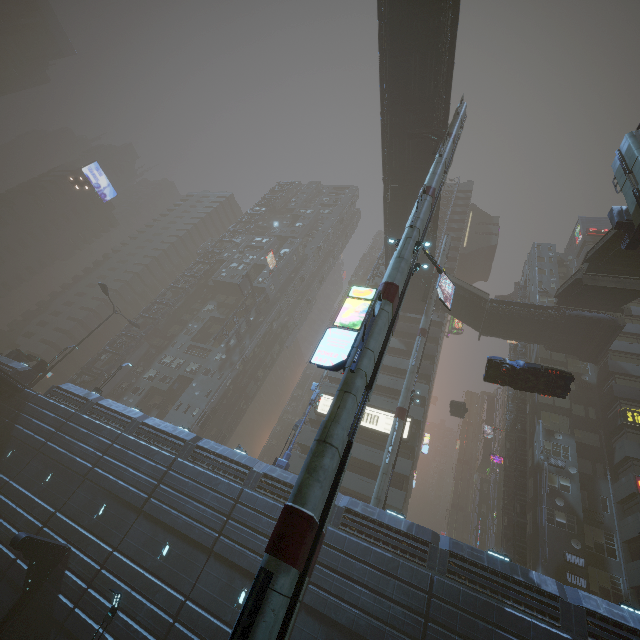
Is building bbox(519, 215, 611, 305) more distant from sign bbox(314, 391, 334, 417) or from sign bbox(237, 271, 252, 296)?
sign bbox(237, 271, 252, 296)

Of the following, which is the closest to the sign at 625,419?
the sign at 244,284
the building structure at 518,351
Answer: the building structure at 518,351

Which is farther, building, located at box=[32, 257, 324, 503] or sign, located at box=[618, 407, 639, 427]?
sign, located at box=[618, 407, 639, 427]

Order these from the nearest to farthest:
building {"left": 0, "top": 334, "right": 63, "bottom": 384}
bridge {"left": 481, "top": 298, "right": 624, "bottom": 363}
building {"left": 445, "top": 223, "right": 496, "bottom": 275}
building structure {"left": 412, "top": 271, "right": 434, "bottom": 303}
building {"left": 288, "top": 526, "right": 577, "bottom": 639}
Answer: building {"left": 288, "top": 526, "right": 577, "bottom": 639} → bridge {"left": 481, "top": 298, "right": 624, "bottom": 363} → building {"left": 0, "top": 334, "right": 63, "bottom": 384} → building structure {"left": 412, "top": 271, "right": 434, "bottom": 303} → building {"left": 445, "top": 223, "right": 496, "bottom": 275}

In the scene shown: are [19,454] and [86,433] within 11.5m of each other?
yes

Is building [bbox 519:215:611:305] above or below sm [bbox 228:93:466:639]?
above

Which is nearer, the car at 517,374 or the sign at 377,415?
the car at 517,374

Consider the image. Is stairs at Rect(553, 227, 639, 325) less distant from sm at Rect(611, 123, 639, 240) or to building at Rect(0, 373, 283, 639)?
sm at Rect(611, 123, 639, 240)
